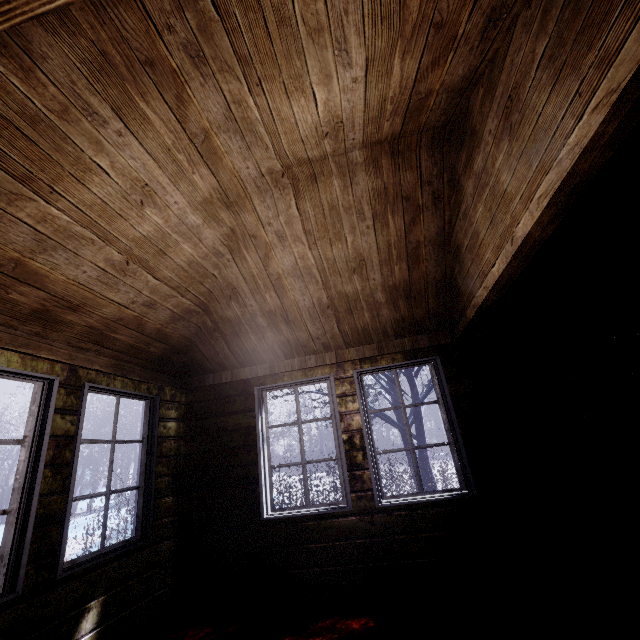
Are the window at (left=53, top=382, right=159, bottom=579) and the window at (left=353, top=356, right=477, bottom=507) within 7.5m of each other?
yes

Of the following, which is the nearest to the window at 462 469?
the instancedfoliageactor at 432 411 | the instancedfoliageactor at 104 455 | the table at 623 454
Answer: the table at 623 454

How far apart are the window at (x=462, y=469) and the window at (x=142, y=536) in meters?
2.1

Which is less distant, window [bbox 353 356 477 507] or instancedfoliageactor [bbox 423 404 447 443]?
window [bbox 353 356 477 507]

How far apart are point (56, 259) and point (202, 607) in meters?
3.1 m

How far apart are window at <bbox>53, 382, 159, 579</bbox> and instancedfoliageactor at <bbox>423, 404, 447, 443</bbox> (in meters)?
17.49

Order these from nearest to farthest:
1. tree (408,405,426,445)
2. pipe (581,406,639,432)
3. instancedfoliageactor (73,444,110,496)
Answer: pipe (581,406,639,432), tree (408,405,426,445), instancedfoliageactor (73,444,110,496)

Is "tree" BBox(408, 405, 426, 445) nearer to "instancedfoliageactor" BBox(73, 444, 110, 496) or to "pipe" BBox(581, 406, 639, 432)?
"pipe" BBox(581, 406, 639, 432)
